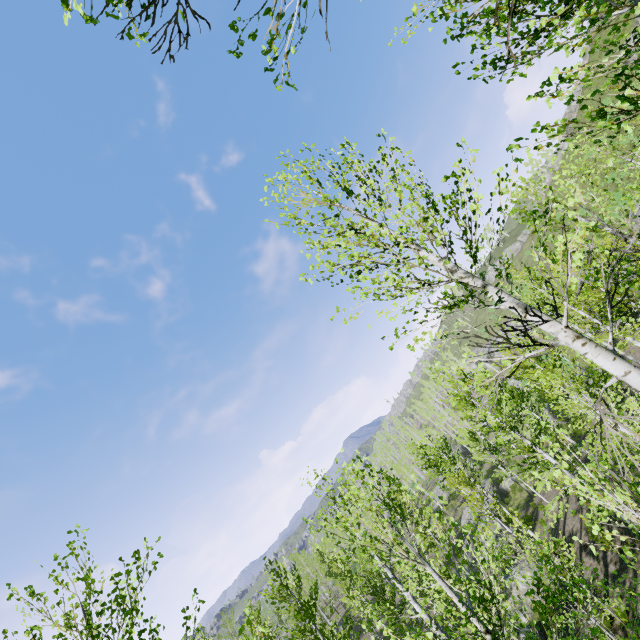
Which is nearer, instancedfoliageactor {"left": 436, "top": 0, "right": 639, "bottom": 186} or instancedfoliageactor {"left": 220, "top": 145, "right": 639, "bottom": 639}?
instancedfoliageactor {"left": 436, "top": 0, "right": 639, "bottom": 186}

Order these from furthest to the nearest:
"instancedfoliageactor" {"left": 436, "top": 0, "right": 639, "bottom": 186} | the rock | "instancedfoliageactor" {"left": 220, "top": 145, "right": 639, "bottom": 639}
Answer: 1. the rock
2. "instancedfoliageactor" {"left": 220, "top": 145, "right": 639, "bottom": 639}
3. "instancedfoliageactor" {"left": 436, "top": 0, "right": 639, "bottom": 186}

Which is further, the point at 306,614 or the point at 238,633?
the point at 306,614

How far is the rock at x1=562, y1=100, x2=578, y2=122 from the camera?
48.4m

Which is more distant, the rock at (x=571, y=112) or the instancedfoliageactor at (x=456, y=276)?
the rock at (x=571, y=112)

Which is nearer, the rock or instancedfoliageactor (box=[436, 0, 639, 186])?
instancedfoliageactor (box=[436, 0, 639, 186])

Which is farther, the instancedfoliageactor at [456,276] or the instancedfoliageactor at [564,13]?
the instancedfoliageactor at [456,276]
